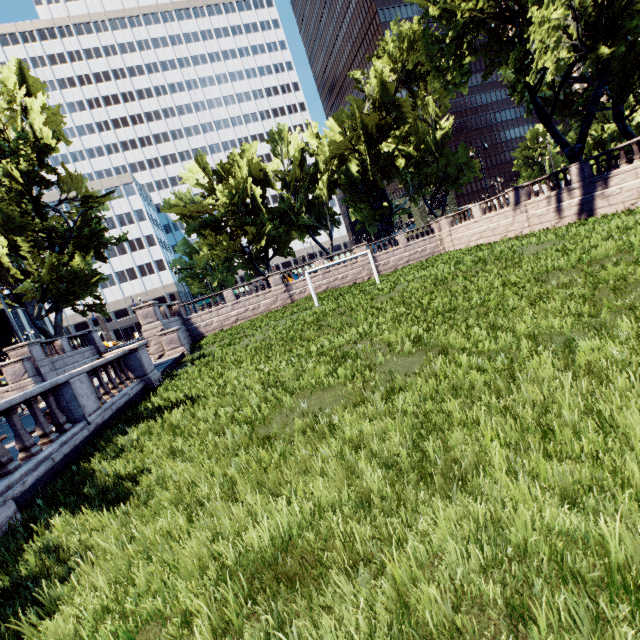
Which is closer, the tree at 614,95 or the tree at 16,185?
the tree at 614,95

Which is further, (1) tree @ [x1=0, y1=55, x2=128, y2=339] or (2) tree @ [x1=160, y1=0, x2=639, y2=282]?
(1) tree @ [x1=0, y1=55, x2=128, y2=339]

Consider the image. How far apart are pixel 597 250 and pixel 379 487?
11.89m
